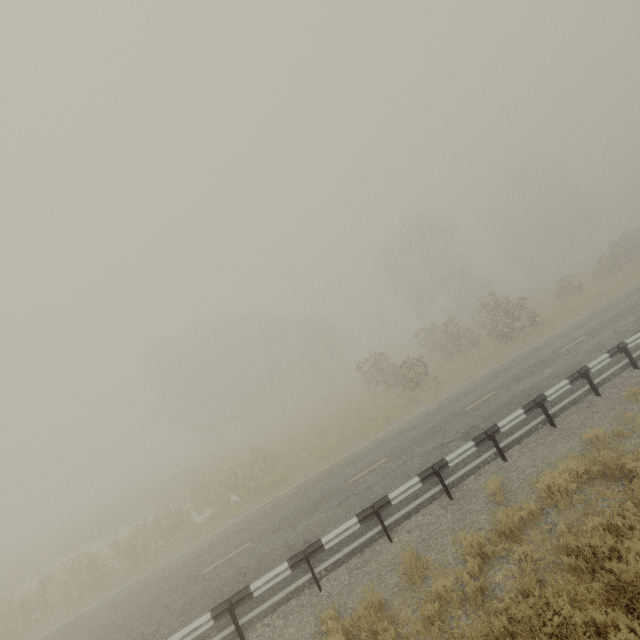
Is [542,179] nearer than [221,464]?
No
